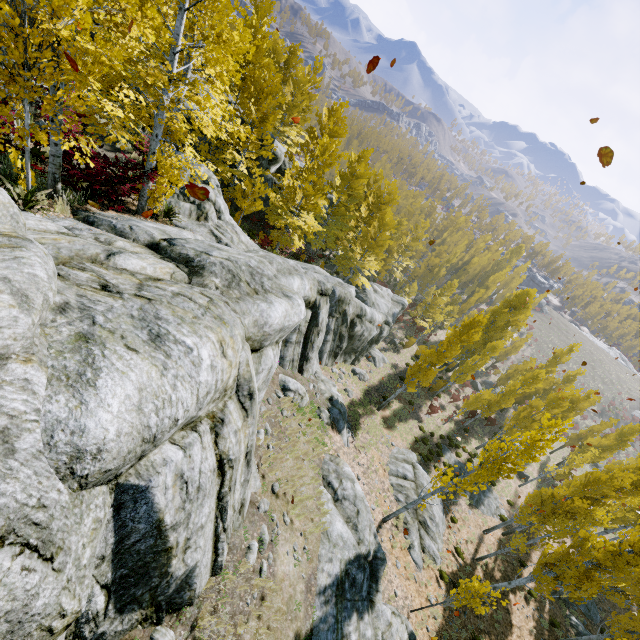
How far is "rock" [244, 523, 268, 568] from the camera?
7.5 meters

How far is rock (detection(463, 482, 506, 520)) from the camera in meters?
24.7 m

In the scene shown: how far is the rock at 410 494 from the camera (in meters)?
18.78

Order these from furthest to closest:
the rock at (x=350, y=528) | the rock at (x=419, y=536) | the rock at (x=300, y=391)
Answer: the rock at (x=419, y=536)
the rock at (x=300, y=391)
the rock at (x=350, y=528)

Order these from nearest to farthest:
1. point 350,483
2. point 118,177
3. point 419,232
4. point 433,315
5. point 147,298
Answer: point 147,298
point 118,177
point 350,483
point 433,315
point 419,232

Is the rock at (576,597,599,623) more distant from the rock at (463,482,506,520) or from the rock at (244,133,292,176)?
the rock at (244,133,292,176)

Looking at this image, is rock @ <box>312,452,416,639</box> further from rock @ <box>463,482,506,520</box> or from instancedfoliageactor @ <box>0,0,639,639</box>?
rock @ <box>463,482,506,520</box>

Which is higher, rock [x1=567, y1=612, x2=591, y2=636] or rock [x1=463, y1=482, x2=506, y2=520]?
rock [x1=567, y1=612, x2=591, y2=636]
